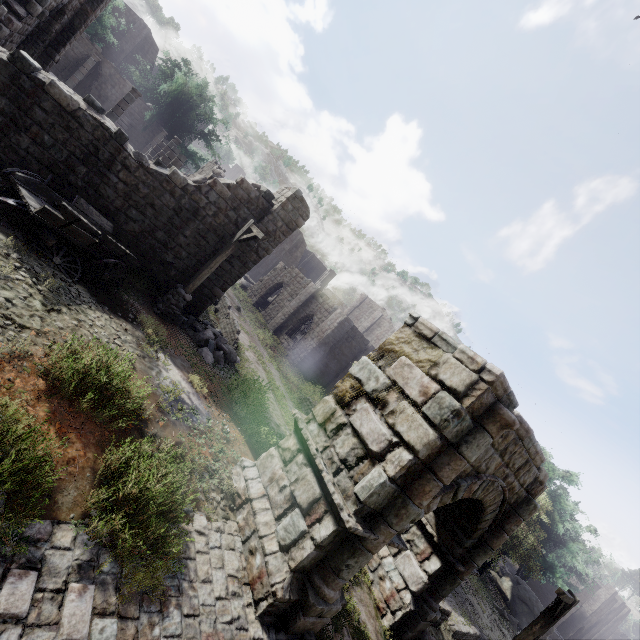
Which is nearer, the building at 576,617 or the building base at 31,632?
the building base at 31,632

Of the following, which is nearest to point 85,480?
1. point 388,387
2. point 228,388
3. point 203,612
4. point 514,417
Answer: point 203,612

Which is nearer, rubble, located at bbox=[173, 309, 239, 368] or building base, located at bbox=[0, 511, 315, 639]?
building base, located at bbox=[0, 511, 315, 639]

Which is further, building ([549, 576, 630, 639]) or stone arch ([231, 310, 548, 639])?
building ([549, 576, 630, 639])

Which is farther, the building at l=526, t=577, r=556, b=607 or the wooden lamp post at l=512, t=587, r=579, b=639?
the building at l=526, t=577, r=556, b=607

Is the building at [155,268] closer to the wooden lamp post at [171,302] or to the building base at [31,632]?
the wooden lamp post at [171,302]

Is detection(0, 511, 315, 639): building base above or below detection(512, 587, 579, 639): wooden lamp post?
below

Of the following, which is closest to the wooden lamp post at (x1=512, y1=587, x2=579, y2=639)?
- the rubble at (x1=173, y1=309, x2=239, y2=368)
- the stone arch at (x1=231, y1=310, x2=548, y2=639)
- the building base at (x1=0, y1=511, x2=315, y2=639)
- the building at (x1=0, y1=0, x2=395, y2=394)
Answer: the stone arch at (x1=231, y1=310, x2=548, y2=639)
